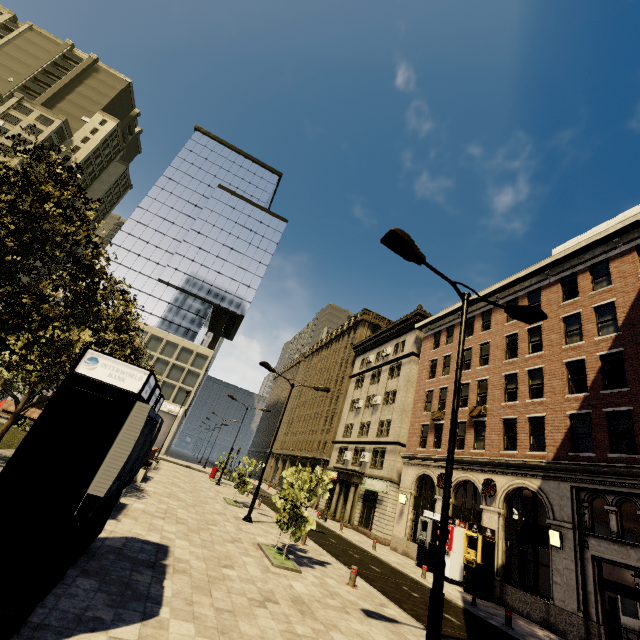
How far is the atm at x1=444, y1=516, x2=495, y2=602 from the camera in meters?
16.4 m

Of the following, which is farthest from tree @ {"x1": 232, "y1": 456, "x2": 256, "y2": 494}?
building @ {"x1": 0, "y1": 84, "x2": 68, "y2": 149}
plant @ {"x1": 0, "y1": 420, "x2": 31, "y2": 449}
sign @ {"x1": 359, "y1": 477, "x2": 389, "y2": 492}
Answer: sign @ {"x1": 359, "y1": 477, "x2": 389, "y2": 492}

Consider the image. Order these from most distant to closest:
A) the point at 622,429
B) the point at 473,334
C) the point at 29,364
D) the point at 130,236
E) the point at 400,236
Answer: the point at 130,236 < the point at 473,334 < the point at 622,429 < the point at 29,364 < the point at 400,236

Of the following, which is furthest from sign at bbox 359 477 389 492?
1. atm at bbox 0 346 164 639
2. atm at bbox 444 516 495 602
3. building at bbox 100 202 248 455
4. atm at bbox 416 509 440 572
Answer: atm at bbox 0 346 164 639

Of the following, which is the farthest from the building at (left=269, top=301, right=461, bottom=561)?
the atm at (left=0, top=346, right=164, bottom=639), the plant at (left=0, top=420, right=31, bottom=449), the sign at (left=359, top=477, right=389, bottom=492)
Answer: the plant at (left=0, top=420, right=31, bottom=449)

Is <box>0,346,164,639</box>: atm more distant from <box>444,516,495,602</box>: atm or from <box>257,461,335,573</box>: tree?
<box>444,516,495,602</box>: atm

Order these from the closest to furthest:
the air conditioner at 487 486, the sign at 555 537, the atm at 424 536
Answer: the sign at 555 537 → the air conditioner at 487 486 → the atm at 424 536

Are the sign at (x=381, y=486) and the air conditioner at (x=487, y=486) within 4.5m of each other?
no
